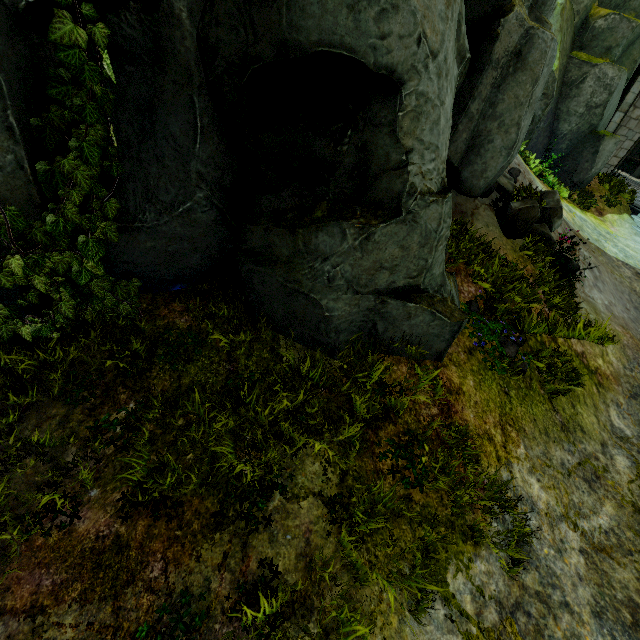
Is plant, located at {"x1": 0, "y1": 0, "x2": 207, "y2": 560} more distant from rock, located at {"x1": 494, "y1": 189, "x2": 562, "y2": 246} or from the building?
the building

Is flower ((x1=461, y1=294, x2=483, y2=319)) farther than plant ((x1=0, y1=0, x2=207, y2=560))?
Yes

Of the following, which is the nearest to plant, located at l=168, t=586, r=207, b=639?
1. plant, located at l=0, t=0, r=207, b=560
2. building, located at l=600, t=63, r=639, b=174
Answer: plant, located at l=0, t=0, r=207, b=560

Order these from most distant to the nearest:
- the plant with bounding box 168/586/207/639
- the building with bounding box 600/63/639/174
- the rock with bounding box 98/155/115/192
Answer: the building with bounding box 600/63/639/174 → the rock with bounding box 98/155/115/192 → the plant with bounding box 168/586/207/639

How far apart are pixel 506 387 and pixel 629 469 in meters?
2.4 m

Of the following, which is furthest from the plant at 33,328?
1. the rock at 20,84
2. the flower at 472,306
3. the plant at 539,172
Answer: the plant at 539,172

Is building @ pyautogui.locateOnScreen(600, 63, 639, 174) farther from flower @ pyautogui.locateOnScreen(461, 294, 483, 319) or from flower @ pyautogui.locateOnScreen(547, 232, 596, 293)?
flower @ pyautogui.locateOnScreen(461, 294, 483, 319)

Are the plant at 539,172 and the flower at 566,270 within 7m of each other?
yes
